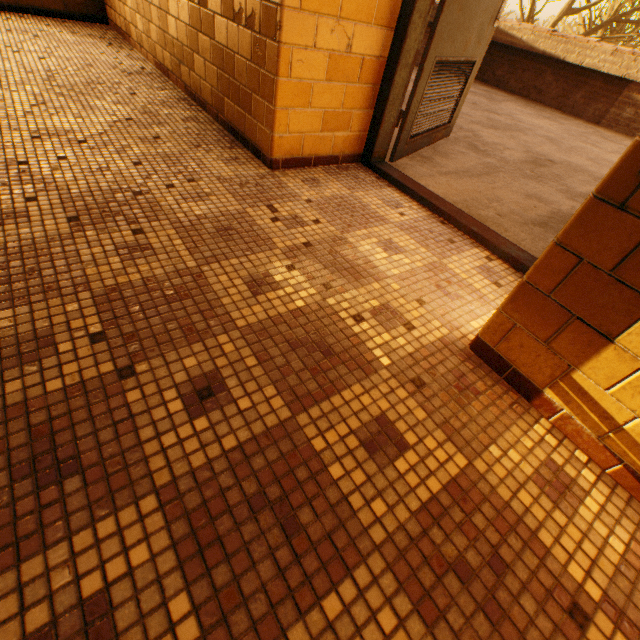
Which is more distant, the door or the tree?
the tree

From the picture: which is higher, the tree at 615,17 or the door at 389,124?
the tree at 615,17

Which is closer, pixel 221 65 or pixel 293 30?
pixel 293 30

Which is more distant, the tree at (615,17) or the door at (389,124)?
the tree at (615,17)

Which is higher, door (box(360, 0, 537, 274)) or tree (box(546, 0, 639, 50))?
tree (box(546, 0, 639, 50))
